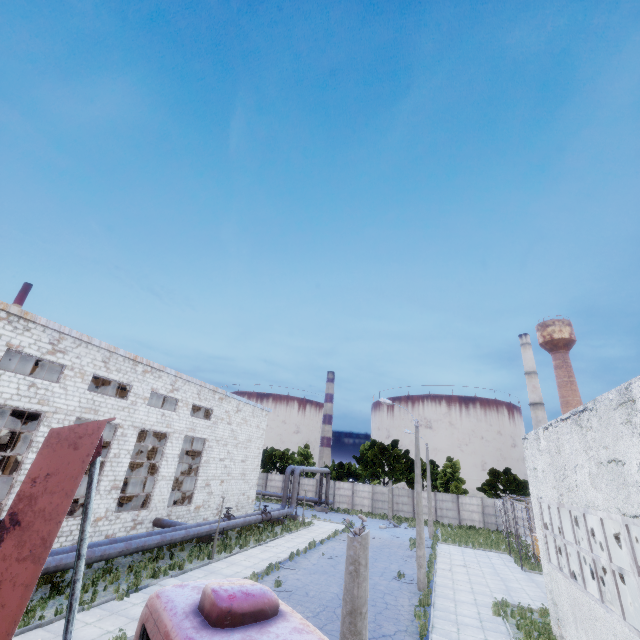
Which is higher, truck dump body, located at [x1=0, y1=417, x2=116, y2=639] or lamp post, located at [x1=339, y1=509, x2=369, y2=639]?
truck dump body, located at [x1=0, y1=417, x2=116, y2=639]

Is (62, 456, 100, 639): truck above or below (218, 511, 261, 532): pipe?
above

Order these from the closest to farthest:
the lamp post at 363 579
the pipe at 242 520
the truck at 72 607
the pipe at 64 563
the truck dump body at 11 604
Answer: the truck dump body at 11 604, the truck at 72 607, the lamp post at 363 579, the pipe at 64 563, the pipe at 242 520

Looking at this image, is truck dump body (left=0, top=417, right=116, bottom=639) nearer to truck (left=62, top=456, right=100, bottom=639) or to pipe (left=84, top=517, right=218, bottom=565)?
truck (left=62, top=456, right=100, bottom=639)

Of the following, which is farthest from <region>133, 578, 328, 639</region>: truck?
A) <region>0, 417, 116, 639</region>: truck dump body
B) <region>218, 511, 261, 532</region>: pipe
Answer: <region>218, 511, 261, 532</region>: pipe

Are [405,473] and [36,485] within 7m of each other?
no

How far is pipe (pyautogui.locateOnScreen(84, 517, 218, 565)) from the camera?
14.8m

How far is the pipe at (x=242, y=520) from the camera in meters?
23.0 m
